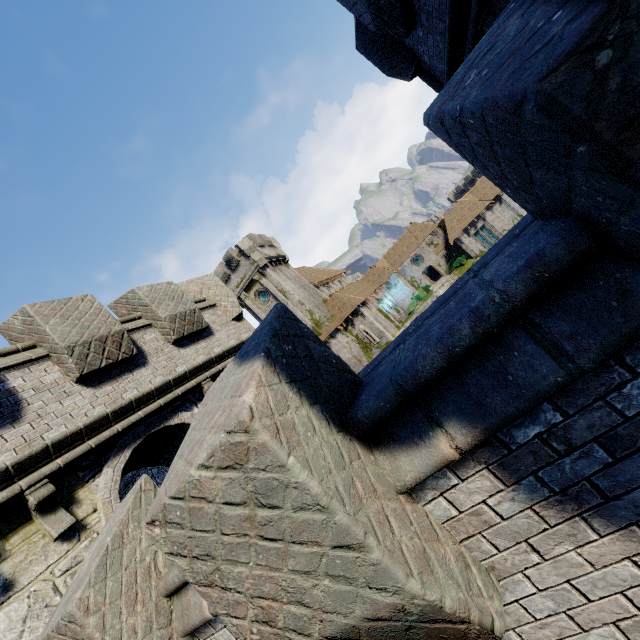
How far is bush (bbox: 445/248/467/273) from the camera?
45.4m

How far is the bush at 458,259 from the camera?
45.4m

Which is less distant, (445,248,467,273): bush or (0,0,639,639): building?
(0,0,639,639): building

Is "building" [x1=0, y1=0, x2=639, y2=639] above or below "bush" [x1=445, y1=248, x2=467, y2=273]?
above

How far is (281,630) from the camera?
1.9 meters

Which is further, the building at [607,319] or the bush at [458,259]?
the bush at [458,259]
